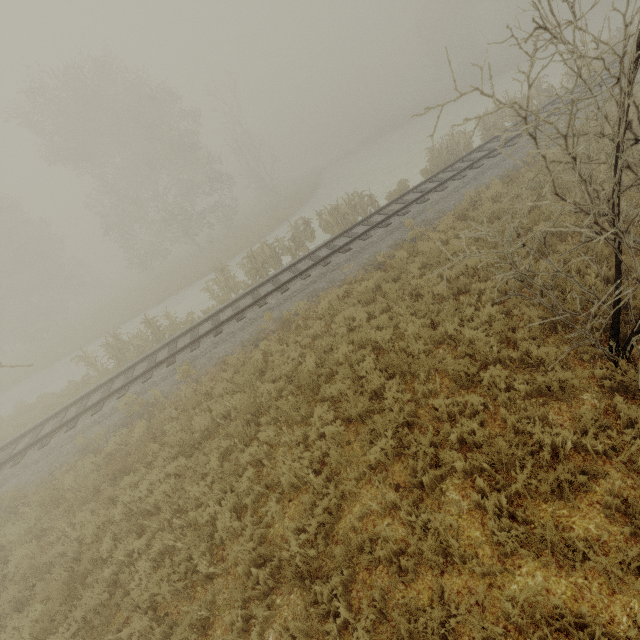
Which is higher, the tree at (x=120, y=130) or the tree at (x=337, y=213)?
the tree at (x=120, y=130)

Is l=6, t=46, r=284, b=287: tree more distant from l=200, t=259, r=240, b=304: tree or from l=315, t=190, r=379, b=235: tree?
l=315, t=190, r=379, b=235: tree

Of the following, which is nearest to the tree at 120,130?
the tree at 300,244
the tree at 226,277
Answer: the tree at 226,277

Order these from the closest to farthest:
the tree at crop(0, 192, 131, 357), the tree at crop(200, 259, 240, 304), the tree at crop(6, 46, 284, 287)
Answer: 1. the tree at crop(200, 259, 240, 304)
2. the tree at crop(6, 46, 284, 287)
3. the tree at crop(0, 192, 131, 357)

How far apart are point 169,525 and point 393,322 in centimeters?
670cm

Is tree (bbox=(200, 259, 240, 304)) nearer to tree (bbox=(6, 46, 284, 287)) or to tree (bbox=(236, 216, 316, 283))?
tree (bbox=(236, 216, 316, 283))

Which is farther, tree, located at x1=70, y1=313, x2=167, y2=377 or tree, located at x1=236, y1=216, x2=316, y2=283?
tree, located at x1=236, y1=216, x2=316, y2=283
